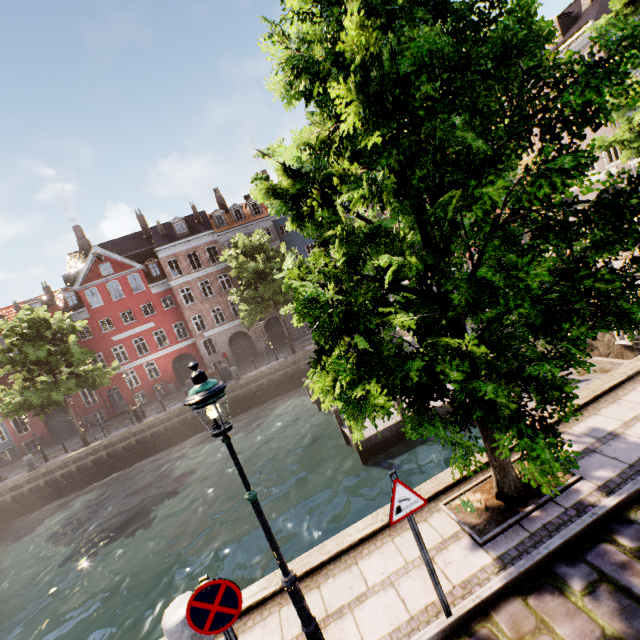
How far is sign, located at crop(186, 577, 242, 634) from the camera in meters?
3.2

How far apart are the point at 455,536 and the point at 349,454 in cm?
852

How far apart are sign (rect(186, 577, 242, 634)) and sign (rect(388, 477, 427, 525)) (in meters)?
1.78

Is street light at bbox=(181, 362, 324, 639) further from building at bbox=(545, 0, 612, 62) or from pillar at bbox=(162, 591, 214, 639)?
building at bbox=(545, 0, 612, 62)

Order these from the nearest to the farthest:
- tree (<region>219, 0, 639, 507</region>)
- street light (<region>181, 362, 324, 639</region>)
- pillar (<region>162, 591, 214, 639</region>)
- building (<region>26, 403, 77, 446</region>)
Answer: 1. tree (<region>219, 0, 639, 507</region>)
2. street light (<region>181, 362, 324, 639</region>)
3. pillar (<region>162, 591, 214, 639</region>)
4. building (<region>26, 403, 77, 446</region>)

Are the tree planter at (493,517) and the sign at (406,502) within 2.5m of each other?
yes

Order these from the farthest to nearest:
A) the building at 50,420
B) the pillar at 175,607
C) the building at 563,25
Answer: the building at 50,420
the building at 563,25
the pillar at 175,607

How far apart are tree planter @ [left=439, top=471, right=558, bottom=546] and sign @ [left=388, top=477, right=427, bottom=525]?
1.7 meters
